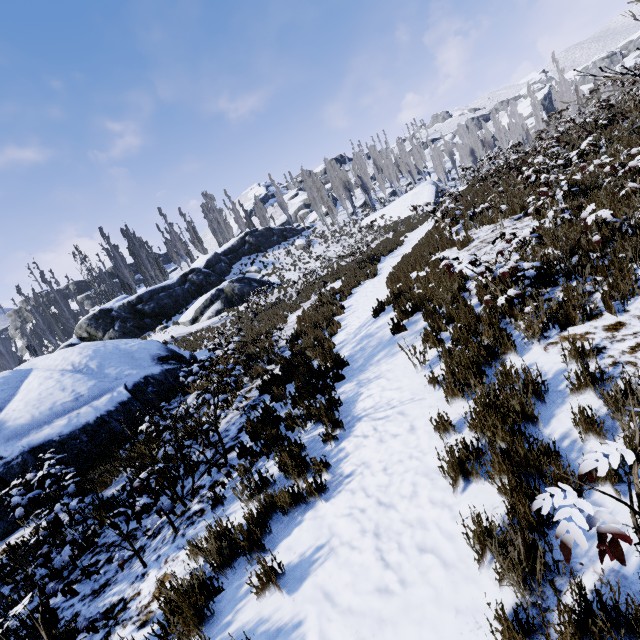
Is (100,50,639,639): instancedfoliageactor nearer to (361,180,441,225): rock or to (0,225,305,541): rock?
(361,180,441,225): rock

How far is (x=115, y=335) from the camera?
25.4m

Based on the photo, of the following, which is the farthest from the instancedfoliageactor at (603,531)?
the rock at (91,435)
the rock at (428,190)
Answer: the rock at (91,435)

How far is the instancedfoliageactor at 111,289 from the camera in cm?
3803

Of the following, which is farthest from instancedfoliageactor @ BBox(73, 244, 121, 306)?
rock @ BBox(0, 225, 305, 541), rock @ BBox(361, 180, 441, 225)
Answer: rock @ BBox(0, 225, 305, 541)

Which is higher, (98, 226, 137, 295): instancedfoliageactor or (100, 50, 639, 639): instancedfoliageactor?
(98, 226, 137, 295): instancedfoliageactor
